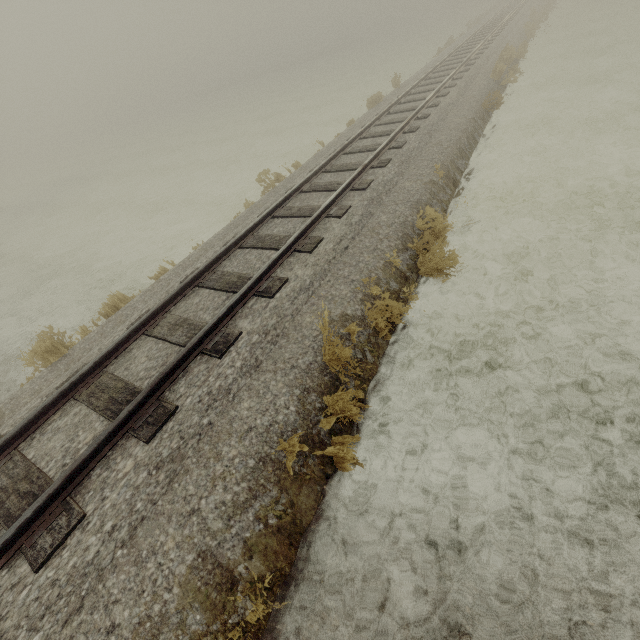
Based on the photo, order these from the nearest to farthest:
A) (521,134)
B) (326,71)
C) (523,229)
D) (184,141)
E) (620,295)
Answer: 1. (620,295)
2. (523,229)
3. (521,134)
4. (184,141)
5. (326,71)
